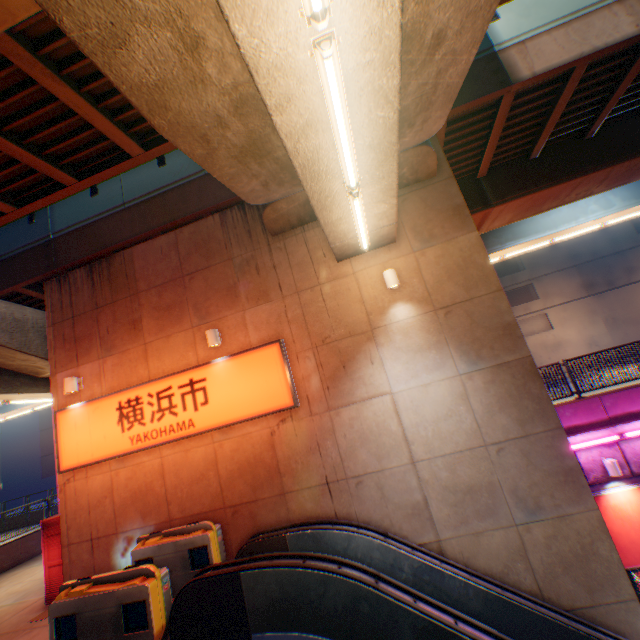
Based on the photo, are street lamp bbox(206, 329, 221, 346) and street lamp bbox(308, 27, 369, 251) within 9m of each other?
yes

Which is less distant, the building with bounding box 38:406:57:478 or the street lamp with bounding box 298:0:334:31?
the street lamp with bounding box 298:0:334:31

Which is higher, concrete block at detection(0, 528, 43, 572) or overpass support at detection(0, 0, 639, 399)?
overpass support at detection(0, 0, 639, 399)

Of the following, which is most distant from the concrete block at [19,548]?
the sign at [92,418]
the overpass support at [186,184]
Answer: the sign at [92,418]

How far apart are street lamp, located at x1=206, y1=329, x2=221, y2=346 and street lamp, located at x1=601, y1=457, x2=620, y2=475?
11.4m

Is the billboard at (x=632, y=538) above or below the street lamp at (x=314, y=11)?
below

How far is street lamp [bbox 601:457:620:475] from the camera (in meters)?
9.12

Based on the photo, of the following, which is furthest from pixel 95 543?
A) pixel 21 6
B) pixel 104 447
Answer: pixel 21 6
